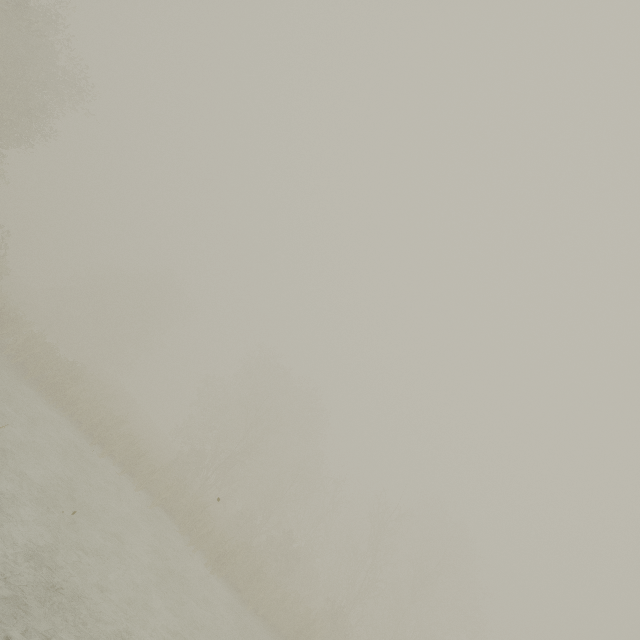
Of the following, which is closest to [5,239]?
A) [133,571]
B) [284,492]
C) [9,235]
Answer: [9,235]
